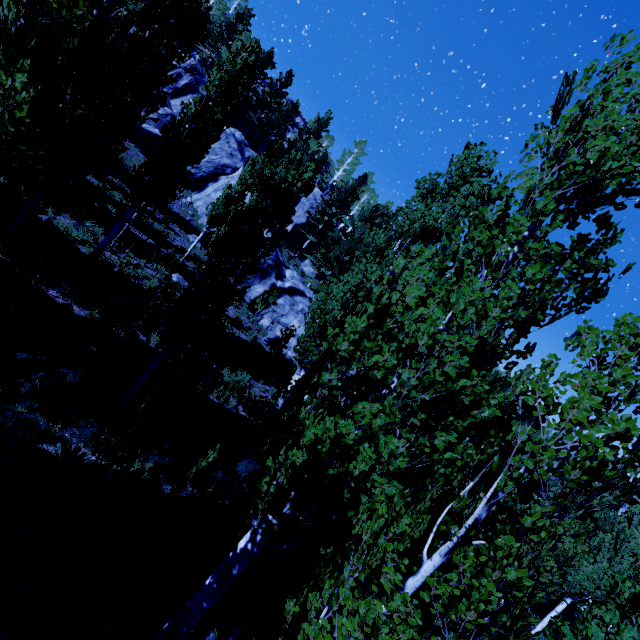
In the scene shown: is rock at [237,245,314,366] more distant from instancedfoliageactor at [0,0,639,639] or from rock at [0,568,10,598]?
rock at [0,568,10,598]

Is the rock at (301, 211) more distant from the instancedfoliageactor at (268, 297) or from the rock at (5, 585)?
the rock at (5, 585)

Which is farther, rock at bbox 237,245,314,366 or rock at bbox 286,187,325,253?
rock at bbox 286,187,325,253

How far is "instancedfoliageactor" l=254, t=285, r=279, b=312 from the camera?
18.53m

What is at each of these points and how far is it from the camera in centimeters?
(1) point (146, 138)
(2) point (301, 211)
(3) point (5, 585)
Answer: (1) rock, 2631cm
(2) rock, 3956cm
(3) rock, 465cm
